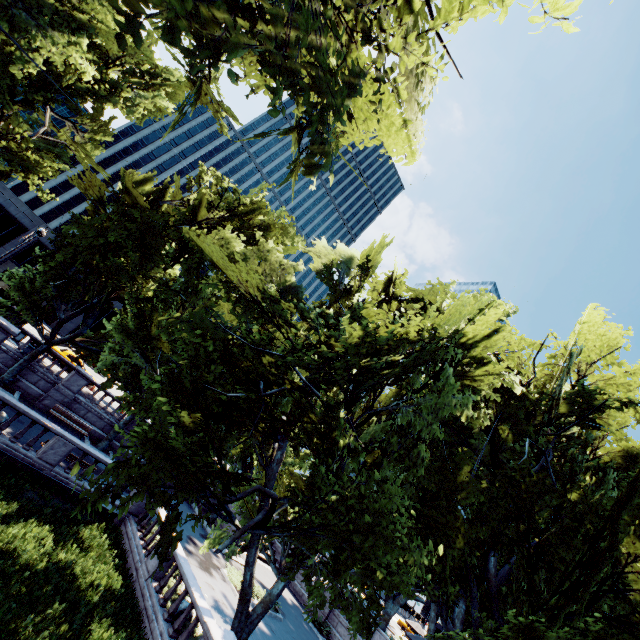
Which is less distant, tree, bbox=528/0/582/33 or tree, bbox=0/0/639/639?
tree, bbox=528/0/582/33

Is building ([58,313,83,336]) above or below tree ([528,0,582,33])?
below

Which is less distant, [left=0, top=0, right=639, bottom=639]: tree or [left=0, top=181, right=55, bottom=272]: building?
[left=0, top=0, right=639, bottom=639]: tree

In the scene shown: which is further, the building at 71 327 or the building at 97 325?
the building at 97 325

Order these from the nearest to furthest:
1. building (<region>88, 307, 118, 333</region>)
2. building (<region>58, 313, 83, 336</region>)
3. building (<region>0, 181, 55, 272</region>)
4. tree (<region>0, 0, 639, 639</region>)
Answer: tree (<region>0, 0, 639, 639</region>), building (<region>0, 181, 55, 272</region>), building (<region>58, 313, 83, 336</region>), building (<region>88, 307, 118, 333</region>)

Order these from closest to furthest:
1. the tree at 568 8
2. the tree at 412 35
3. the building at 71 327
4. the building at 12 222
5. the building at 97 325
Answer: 1. the tree at 568 8
2. the tree at 412 35
3. the building at 12 222
4. the building at 71 327
5. the building at 97 325

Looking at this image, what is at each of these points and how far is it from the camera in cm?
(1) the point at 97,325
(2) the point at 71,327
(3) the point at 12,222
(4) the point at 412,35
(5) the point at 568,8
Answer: (1) building, 5072
(2) building, 4794
(3) building, 4397
(4) tree, 698
(5) tree, 552

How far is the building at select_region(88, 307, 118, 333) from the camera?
50.4 meters
